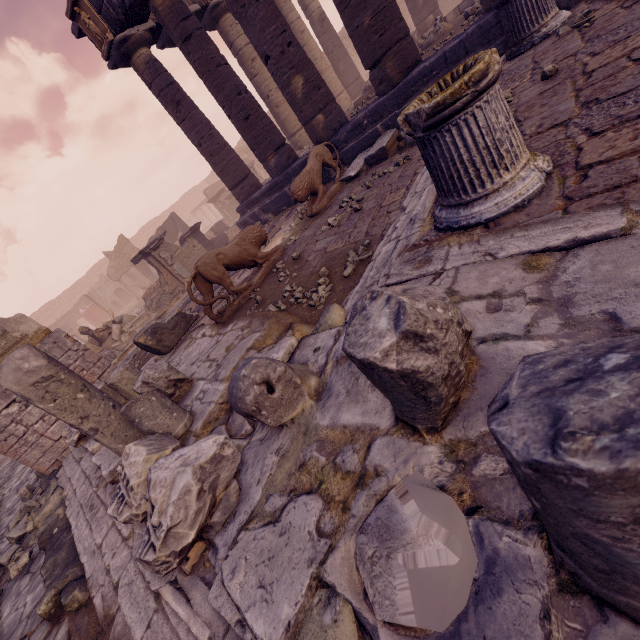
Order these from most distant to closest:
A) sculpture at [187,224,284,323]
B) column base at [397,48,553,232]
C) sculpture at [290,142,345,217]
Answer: sculpture at [290,142,345,217]
sculpture at [187,224,284,323]
column base at [397,48,553,232]

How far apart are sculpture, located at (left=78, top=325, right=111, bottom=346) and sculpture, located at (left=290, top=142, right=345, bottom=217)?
9.8 meters

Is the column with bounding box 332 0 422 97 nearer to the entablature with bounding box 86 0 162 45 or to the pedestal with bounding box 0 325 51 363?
the entablature with bounding box 86 0 162 45

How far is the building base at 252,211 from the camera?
9.70m

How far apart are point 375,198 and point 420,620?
5.2 meters

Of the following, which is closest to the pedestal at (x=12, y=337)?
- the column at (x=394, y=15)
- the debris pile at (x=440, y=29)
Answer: the column at (x=394, y=15)

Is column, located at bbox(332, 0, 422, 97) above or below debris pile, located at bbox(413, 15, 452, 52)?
above

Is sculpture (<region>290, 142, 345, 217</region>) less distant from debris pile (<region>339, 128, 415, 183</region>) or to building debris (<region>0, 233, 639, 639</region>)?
debris pile (<region>339, 128, 415, 183</region>)
